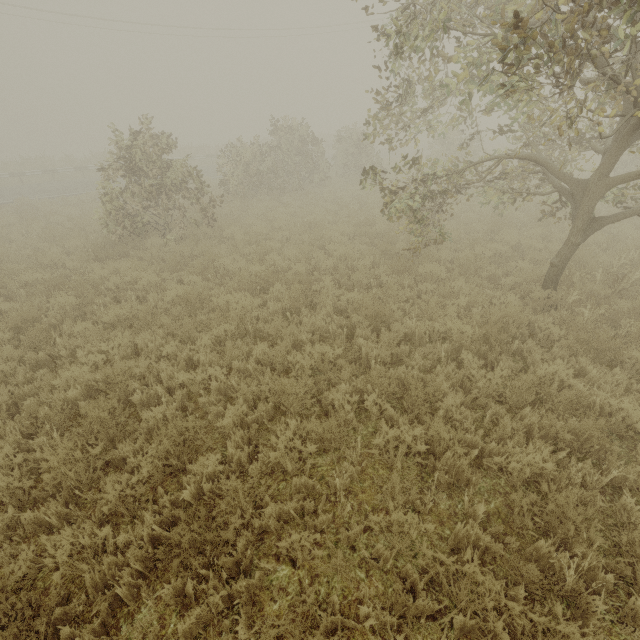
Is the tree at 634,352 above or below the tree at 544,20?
below

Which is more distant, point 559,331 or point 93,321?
point 93,321

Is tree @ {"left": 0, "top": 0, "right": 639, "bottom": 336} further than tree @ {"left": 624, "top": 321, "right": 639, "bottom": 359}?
No

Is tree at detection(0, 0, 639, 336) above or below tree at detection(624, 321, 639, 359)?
above

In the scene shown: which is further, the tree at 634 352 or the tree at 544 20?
the tree at 634 352
